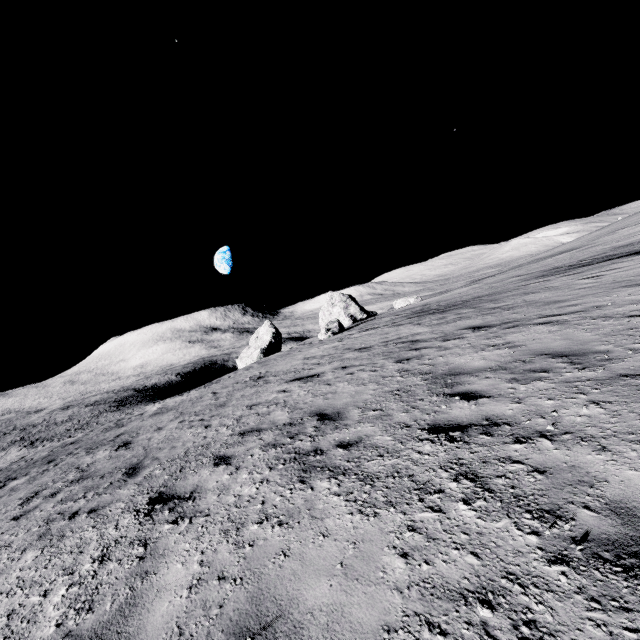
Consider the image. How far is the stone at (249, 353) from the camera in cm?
4212

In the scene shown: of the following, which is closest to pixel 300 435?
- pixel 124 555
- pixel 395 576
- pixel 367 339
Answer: pixel 124 555

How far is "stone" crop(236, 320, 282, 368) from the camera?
42.12m
